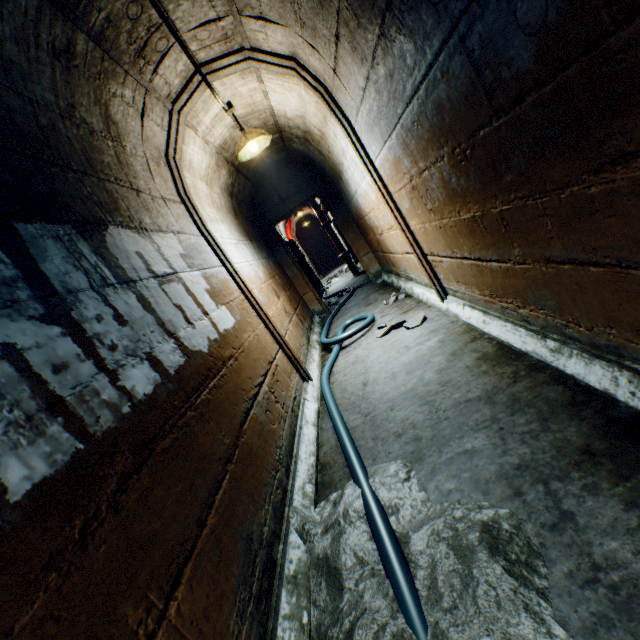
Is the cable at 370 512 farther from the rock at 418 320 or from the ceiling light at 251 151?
the ceiling light at 251 151

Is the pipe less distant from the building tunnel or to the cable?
the building tunnel

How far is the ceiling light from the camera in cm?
337

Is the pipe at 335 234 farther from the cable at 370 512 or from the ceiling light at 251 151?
the ceiling light at 251 151

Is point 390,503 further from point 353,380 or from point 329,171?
point 329,171

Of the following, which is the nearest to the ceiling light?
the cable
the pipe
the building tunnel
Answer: the building tunnel

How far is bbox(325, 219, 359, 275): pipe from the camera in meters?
9.6 m

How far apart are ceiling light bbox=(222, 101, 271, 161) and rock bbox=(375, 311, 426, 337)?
2.5 meters
